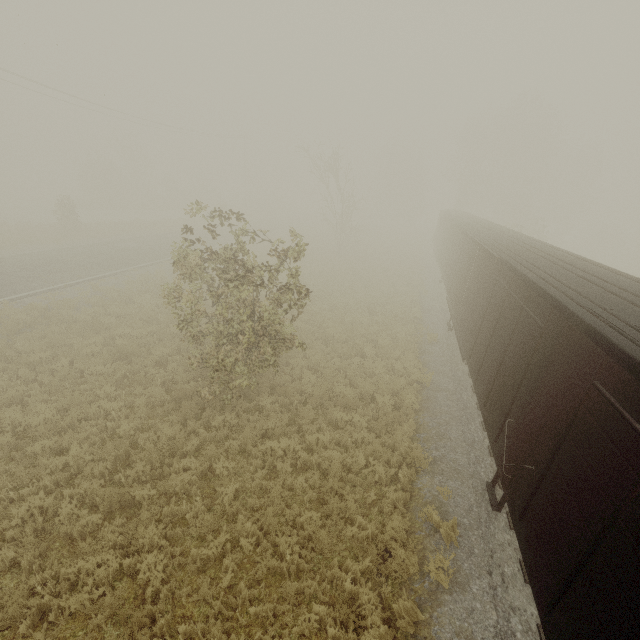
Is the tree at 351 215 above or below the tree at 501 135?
below

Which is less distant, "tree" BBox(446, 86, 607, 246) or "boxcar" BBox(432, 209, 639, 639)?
"boxcar" BBox(432, 209, 639, 639)

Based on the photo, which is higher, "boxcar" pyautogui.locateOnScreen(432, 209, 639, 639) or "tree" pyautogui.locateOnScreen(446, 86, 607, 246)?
"tree" pyautogui.locateOnScreen(446, 86, 607, 246)

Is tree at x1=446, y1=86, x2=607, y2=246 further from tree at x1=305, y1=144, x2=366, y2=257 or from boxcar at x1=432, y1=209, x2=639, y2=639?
tree at x1=305, y1=144, x2=366, y2=257

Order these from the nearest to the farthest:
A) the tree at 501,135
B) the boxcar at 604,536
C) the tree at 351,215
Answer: the boxcar at 604,536, the tree at 351,215, the tree at 501,135

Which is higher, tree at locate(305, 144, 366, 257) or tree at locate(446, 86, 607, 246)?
tree at locate(446, 86, 607, 246)

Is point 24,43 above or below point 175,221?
above

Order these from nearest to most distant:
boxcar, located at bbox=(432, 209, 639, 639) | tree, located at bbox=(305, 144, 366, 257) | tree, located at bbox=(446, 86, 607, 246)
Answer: boxcar, located at bbox=(432, 209, 639, 639)
tree, located at bbox=(305, 144, 366, 257)
tree, located at bbox=(446, 86, 607, 246)
